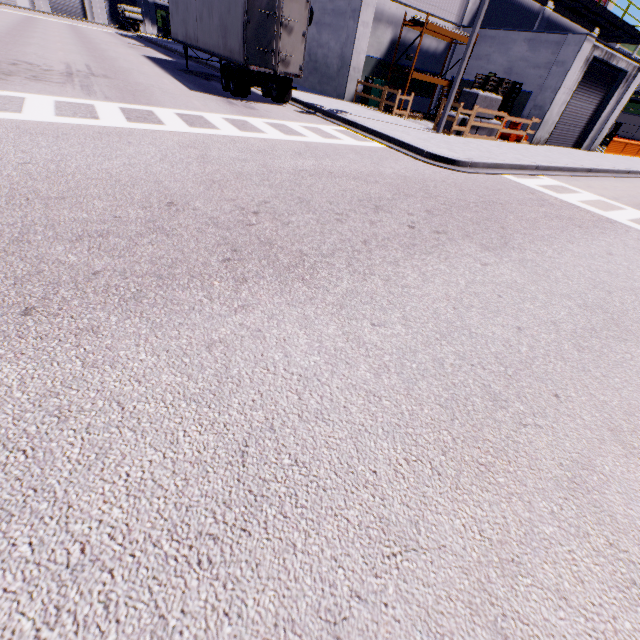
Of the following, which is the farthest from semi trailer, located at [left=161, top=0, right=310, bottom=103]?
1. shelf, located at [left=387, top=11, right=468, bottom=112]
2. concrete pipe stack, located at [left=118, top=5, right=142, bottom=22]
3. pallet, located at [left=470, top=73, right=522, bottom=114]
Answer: concrete pipe stack, located at [left=118, top=5, right=142, bottom=22]

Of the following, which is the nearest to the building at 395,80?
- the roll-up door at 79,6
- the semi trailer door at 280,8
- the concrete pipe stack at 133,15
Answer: the roll-up door at 79,6

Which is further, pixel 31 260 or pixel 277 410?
pixel 31 260

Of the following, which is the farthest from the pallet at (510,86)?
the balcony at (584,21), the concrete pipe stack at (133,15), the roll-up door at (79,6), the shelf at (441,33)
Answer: the concrete pipe stack at (133,15)

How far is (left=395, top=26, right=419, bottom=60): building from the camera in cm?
1920

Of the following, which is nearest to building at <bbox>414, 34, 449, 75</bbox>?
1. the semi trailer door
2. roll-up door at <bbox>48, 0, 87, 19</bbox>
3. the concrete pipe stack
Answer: roll-up door at <bbox>48, 0, 87, 19</bbox>

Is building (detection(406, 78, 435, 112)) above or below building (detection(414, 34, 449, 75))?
below
